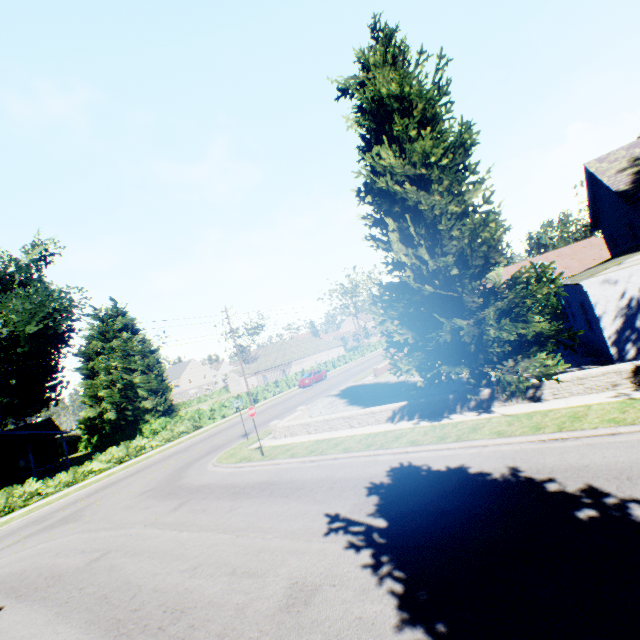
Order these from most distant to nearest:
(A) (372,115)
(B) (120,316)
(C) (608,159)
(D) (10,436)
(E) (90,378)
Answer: (B) (120,316)
(E) (90,378)
(D) (10,436)
(C) (608,159)
(A) (372,115)

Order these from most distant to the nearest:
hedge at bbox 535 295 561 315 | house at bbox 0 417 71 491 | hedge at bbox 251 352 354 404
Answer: hedge at bbox 251 352 354 404
hedge at bbox 535 295 561 315
house at bbox 0 417 71 491

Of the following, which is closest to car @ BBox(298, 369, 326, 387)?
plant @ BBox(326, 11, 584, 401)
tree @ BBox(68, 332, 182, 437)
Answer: tree @ BBox(68, 332, 182, 437)

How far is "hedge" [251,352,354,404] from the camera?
38.3 meters

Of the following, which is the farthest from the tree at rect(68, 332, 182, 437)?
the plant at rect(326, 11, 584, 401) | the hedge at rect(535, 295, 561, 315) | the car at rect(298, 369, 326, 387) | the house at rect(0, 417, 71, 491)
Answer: the car at rect(298, 369, 326, 387)

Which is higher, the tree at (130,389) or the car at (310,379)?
the tree at (130,389)

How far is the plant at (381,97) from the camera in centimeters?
1085cm
